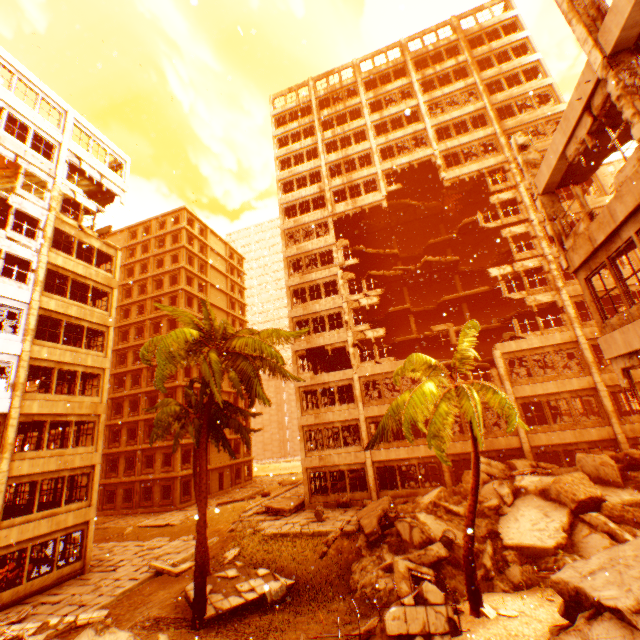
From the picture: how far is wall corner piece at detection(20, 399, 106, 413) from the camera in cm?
1709

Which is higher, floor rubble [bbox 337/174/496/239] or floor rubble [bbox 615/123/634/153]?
floor rubble [bbox 337/174/496/239]

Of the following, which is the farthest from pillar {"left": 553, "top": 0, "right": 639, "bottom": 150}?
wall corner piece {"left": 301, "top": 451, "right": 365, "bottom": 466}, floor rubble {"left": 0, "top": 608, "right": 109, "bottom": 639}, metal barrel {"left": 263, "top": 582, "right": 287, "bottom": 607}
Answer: floor rubble {"left": 0, "top": 608, "right": 109, "bottom": 639}

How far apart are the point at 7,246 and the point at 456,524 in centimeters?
2745cm

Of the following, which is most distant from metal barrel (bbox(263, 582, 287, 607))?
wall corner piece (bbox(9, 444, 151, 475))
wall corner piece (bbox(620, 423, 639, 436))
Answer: wall corner piece (bbox(620, 423, 639, 436))

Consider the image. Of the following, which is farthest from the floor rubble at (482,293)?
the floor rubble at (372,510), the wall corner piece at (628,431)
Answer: the floor rubble at (372,510)

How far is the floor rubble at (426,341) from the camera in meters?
26.6 m

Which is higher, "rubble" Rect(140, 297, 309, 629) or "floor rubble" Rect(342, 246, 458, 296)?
"floor rubble" Rect(342, 246, 458, 296)
